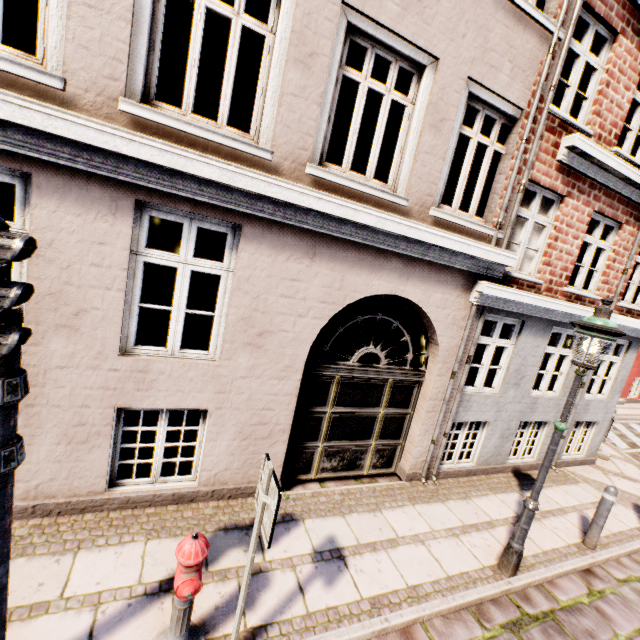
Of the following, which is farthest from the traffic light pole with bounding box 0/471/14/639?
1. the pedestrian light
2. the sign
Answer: the sign

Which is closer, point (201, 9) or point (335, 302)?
point (201, 9)

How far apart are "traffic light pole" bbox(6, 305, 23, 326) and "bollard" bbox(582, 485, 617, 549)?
7.60m

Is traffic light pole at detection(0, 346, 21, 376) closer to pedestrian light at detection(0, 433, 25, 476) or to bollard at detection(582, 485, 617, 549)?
pedestrian light at detection(0, 433, 25, 476)

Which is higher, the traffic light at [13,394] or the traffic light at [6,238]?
the traffic light at [6,238]

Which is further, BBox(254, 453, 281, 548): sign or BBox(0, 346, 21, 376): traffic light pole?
BBox(254, 453, 281, 548): sign

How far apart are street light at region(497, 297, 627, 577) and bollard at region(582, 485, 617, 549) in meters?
1.9 m

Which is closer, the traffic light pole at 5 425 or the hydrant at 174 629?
the traffic light pole at 5 425
